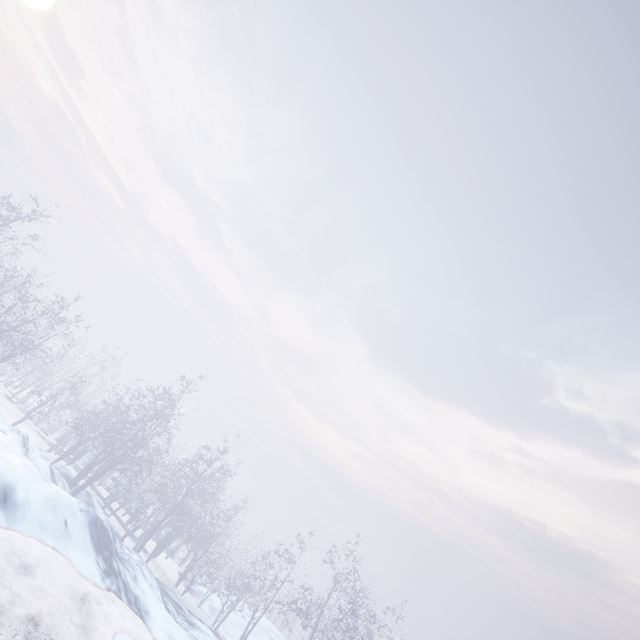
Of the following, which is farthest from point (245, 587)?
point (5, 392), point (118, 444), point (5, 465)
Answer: point (5, 392)
